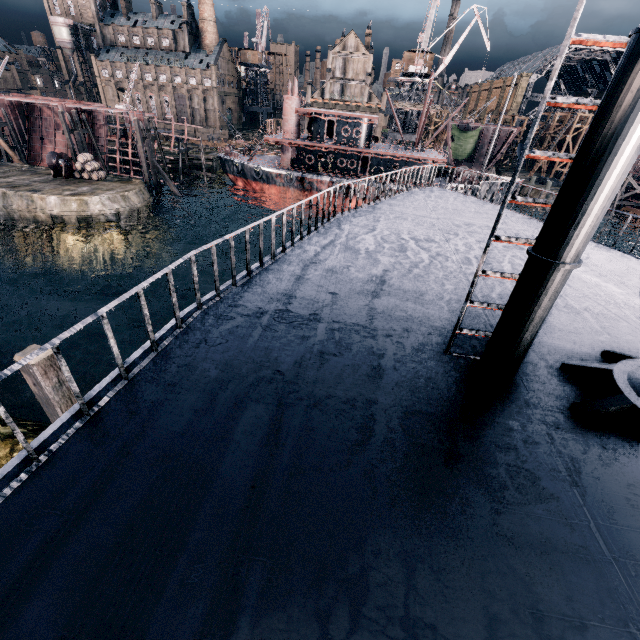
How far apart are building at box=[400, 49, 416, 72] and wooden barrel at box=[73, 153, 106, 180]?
49.82m

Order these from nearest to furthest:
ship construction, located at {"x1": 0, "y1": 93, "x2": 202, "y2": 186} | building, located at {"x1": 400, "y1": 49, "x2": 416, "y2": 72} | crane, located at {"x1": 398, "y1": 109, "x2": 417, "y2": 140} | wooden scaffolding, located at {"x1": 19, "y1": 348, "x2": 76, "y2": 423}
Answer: wooden scaffolding, located at {"x1": 19, "y1": 348, "x2": 76, "y2": 423}, ship construction, located at {"x1": 0, "y1": 93, "x2": 202, "y2": 186}, building, located at {"x1": 400, "y1": 49, "x2": 416, "y2": 72}, crane, located at {"x1": 398, "y1": 109, "x2": 417, "y2": 140}

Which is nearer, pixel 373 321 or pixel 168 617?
pixel 168 617

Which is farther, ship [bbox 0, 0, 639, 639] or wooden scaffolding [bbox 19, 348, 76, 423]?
wooden scaffolding [bbox 19, 348, 76, 423]

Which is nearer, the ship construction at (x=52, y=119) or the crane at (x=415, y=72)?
the ship construction at (x=52, y=119)

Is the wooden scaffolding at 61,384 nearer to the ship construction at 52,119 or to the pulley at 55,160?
the pulley at 55,160

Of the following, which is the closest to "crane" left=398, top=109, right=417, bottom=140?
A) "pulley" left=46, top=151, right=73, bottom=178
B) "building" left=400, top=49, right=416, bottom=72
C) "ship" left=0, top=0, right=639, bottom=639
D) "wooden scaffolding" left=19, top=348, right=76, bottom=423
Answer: "building" left=400, top=49, right=416, bottom=72

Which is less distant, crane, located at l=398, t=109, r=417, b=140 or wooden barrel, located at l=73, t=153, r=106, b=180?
wooden barrel, located at l=73, t=153, r=106, b=180
